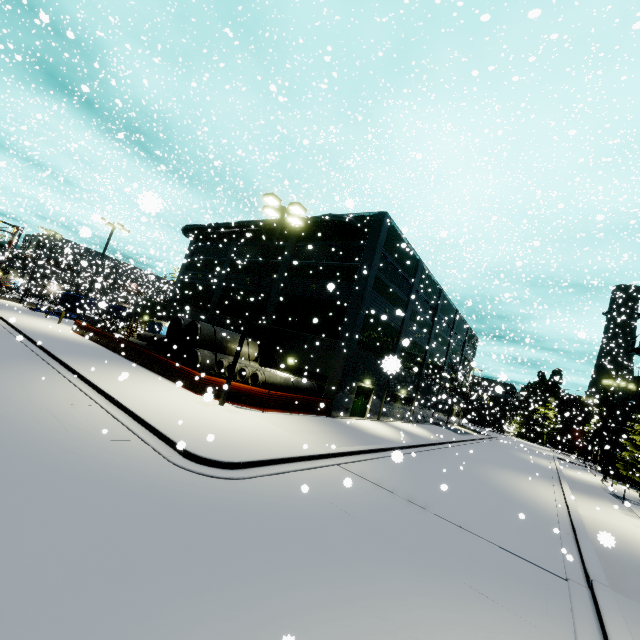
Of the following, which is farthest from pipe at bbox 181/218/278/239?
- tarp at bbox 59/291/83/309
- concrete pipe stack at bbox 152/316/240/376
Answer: concrete pipe stack at bbox 152/316/240/376

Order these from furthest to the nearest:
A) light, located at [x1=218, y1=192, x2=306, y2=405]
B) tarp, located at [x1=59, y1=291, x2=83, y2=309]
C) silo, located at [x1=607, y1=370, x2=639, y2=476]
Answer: tarp, located at [x1=59, y1=291, x2=83, y2=309] → silo, located at [x1=607, y1=370, x2=639, y2=476] → light, located at [x1=218, y1=192, x2=306, y2=405]

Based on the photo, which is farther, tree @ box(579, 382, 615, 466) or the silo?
tree @ box(579, 382, 615, 466)

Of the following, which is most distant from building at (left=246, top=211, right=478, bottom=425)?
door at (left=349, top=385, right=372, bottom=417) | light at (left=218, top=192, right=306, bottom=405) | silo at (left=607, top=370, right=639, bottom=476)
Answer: light at (left=218, top=192, right=306, bottom=405)

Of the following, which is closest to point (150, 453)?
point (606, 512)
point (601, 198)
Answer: point (606, 512)

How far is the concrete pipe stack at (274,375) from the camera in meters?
18.1

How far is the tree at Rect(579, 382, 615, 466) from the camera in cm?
4569

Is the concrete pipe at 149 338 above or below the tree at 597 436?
below
